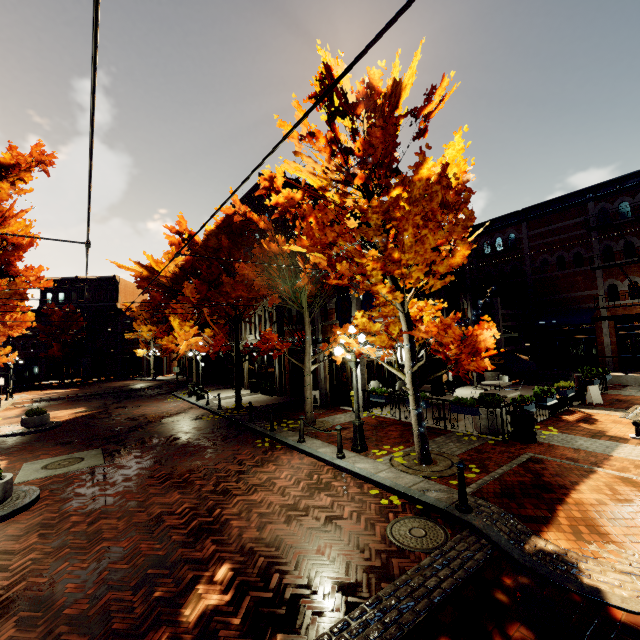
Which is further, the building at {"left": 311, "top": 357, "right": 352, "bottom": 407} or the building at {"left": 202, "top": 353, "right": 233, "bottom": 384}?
the building at {"left": 202, "top": 353, "right": 233, "bottom": 384}

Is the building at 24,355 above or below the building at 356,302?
below

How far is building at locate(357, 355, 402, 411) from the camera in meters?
14.6 m

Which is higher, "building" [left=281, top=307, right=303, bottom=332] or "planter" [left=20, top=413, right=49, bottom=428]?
"building" [left=281, top=307, right=303, bottom=332]

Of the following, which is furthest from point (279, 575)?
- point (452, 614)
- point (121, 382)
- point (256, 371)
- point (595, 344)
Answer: point (121, 382)

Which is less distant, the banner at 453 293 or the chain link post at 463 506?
Result: the chain link post at 463 506

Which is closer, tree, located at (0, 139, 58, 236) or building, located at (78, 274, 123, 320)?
tree, located at (0, 139, 58, 236)

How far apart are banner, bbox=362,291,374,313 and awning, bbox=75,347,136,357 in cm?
4134
